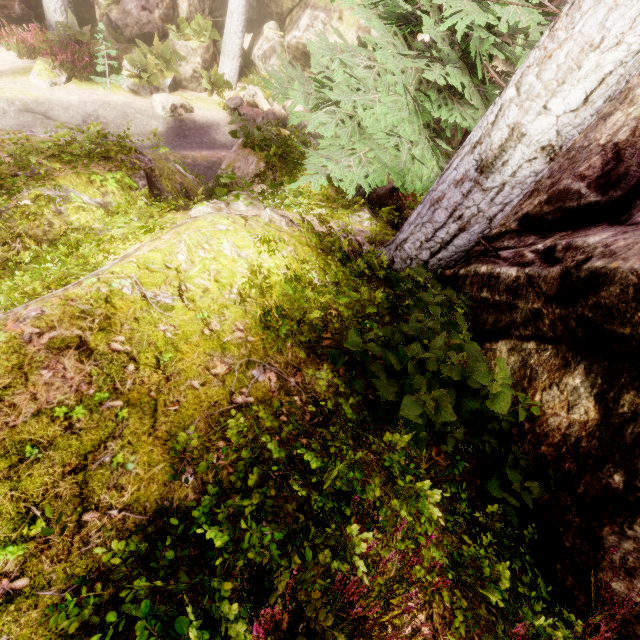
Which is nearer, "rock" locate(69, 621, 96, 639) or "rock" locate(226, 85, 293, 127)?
"rock" locate(69, 621, 96, 639)

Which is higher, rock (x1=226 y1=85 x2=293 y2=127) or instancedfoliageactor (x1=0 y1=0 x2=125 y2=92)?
rock (x1=226 y1=85 x2=293 y2=127)

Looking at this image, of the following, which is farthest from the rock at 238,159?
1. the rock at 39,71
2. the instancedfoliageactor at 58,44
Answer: the rock at 39,71

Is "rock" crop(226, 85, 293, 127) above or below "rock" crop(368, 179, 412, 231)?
below

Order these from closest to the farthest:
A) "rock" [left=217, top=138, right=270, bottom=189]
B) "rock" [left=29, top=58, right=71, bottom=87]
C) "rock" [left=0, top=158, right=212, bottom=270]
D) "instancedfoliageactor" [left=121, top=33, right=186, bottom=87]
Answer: "rock" [left=0, top=158, right=212, bottom=270]
"rock" [left=217, top=138, right=270, bottom=189]
"rock" [left=29, top=58, right=71, bottom=87]
"instancedfoliageactor" [left=121, top=33, right=186, bottom=87]

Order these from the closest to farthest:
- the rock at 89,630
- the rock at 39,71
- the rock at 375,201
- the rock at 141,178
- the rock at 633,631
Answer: the rock at 89,630
the rock at 633,631
the rock at 141,178
the rock at 375,201
the rock at 39,71

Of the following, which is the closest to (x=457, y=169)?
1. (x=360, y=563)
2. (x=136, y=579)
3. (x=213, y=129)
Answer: (x=360, y=563)

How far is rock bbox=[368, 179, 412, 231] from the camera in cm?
595
